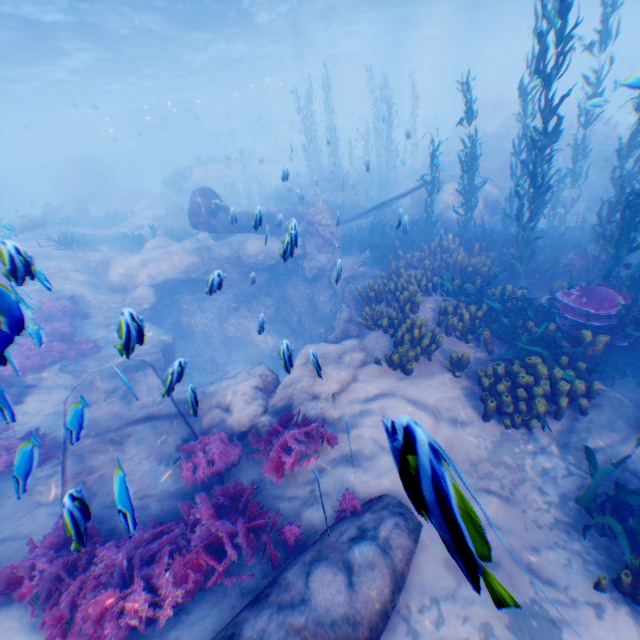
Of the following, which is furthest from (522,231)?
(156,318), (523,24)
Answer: (523,24)

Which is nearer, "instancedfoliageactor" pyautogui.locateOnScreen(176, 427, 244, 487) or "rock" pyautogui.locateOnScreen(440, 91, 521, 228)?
"instancedfoliageactor" pyautogui.locateOnScreen(176, 427, 244, 487)

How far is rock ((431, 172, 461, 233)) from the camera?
14.2m

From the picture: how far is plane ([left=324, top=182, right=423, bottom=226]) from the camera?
13.8m

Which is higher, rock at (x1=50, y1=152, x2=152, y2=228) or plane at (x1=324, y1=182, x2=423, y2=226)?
rock at (x1=50, y1=152, x2=152, y2=228)

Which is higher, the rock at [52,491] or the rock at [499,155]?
the rock at [499,155]

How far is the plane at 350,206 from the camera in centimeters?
1384cm

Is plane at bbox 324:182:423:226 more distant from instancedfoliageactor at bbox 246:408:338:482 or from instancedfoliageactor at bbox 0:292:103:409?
instancedfoliageactor at bbox 0:292:103:409
